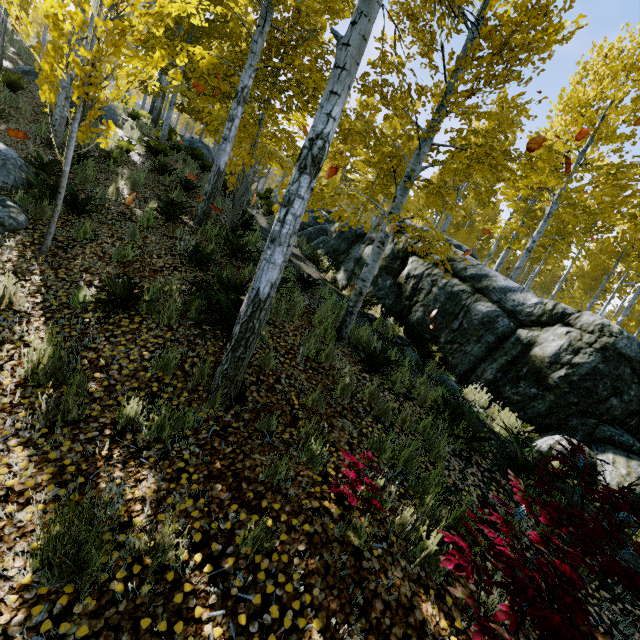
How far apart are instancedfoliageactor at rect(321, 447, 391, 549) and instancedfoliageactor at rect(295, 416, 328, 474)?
0.3 meters

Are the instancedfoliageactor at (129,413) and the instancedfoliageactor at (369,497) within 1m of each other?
no

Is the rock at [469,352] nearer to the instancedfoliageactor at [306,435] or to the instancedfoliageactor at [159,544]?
the instancedfoliageactor at [306,435]

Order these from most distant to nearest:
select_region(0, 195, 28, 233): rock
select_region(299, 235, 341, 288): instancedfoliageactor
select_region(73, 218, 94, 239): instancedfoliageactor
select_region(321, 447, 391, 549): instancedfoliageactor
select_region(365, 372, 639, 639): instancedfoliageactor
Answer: select_region(299, 235, 341, 288): instancedfoliageactor < select_region(73, 218, 94, 239): instancedfoliageactor < select_region(0, 195, 28, 233): rock < select_region(321, 447, 391, 549): instancedfoliageactor < select_region(365, 372, 639, 639): instancedfoliageactor

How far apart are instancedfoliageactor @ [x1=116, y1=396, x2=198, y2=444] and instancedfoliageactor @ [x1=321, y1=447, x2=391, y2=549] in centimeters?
154cm

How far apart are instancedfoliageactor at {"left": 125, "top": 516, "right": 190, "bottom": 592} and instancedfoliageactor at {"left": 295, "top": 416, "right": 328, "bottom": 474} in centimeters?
128cm

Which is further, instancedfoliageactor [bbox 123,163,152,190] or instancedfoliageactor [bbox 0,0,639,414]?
instancedfoliageactor [bbox 123,163,152,190]

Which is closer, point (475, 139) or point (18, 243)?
point (18, 243)
